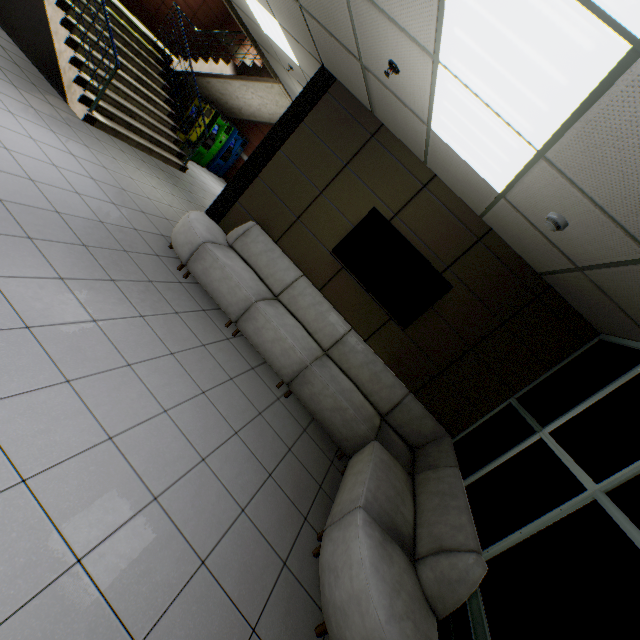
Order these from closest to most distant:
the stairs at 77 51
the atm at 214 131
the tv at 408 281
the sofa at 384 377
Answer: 1. the sofa at 384 377
2. the tv at 408 281
3. the stairs at 77 51
4. the atm at 214 131

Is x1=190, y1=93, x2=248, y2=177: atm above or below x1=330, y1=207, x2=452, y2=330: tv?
below

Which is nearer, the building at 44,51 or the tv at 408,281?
the tv at 408,281

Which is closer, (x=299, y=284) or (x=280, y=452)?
(x=280, y=452)

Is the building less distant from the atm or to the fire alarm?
the atm

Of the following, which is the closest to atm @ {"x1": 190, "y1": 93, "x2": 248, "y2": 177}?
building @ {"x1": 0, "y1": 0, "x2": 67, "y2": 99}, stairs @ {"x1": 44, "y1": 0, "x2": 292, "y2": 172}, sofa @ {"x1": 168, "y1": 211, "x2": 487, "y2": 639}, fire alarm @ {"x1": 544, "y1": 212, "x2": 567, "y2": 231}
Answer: stairs @ {"x1": 44, "y1": 0, "x2": 292, "y2": 172}

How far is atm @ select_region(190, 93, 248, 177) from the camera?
9.3m

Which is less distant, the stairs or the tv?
the tv
